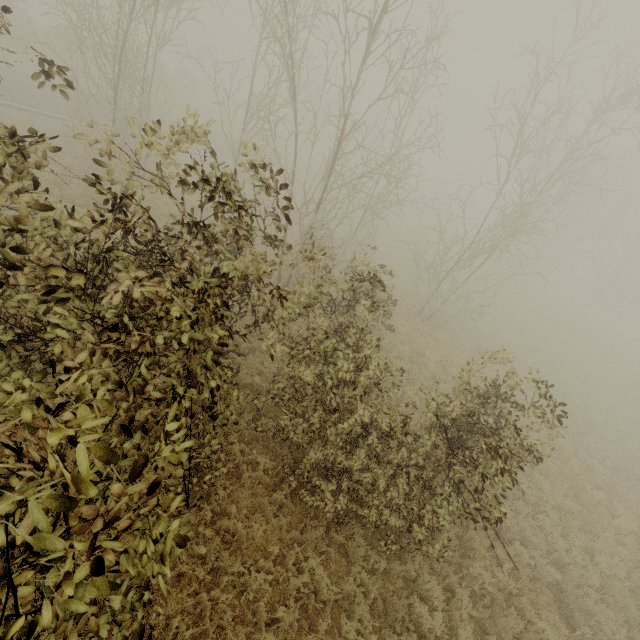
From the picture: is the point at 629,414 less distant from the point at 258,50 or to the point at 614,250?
the point at 614,250
